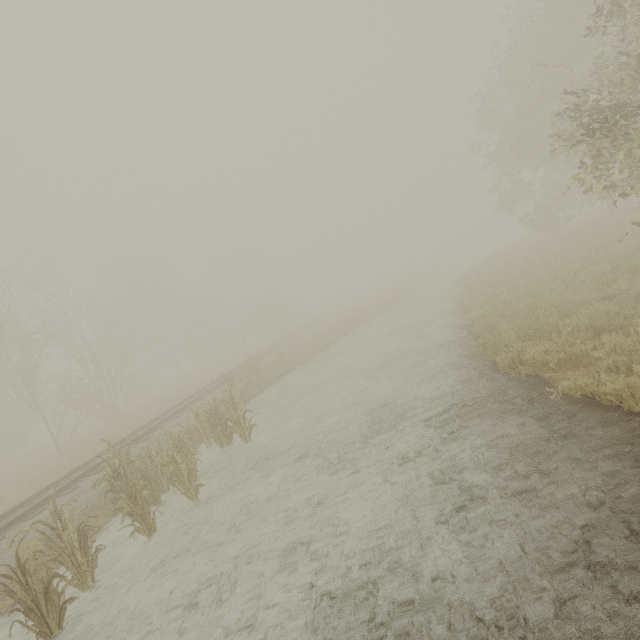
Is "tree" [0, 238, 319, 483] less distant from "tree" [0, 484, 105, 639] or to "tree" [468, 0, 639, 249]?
"tree" [468, 0, 639, 249]

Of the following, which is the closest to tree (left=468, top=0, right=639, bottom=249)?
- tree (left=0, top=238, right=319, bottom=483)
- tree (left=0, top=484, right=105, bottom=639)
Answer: tree (left=0, top=238, right=319, bottom=483)

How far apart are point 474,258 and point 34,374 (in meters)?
50.93

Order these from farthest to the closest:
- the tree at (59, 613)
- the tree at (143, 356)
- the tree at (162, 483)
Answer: the tree at (143, 356) → the tree at (162, 483) → the tree at (59, 613)

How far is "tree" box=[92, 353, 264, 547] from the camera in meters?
6.8 m

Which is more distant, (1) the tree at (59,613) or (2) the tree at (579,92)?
Answer: (2) the tree at (579,92)
